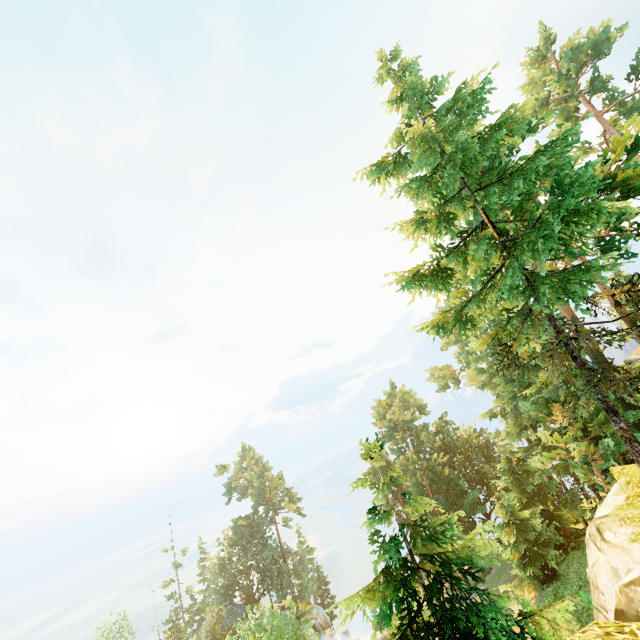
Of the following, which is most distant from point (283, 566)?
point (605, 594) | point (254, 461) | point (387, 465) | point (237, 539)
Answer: point (605, 594)
